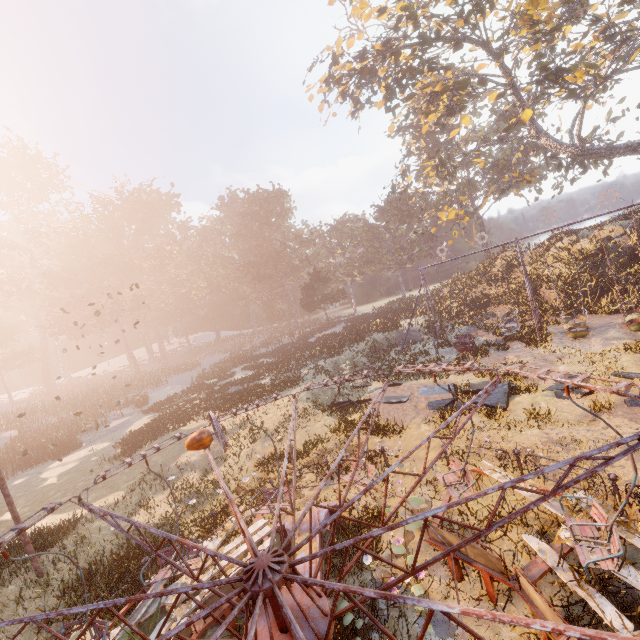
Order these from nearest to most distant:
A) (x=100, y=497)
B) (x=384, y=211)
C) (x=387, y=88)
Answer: (x=100, y=497), (x=387, y=88), (x=384, y=211)

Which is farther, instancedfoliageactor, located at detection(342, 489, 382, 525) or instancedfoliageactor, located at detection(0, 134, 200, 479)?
instancedfoliageactor, located at detection(0, 134, 200, 479)

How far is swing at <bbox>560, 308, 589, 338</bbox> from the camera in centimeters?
1698cm

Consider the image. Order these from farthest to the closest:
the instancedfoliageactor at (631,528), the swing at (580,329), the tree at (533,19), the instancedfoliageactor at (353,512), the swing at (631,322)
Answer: the tree at (533,19) < the swing at (580,329) < the swing at (631,322) < the instancedfoliageactor at (353,512) < the instancedfoliageactor at (631,528)

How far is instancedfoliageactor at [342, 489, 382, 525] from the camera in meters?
8.5

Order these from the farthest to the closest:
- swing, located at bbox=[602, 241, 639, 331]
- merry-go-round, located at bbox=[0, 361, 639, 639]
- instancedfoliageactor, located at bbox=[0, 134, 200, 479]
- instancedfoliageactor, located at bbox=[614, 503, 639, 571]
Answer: instancedfoliageactor, located at bbox=[0, 134, 200, 479] → swing, located at bbox=[602, 241, 639, 331] → instancedfoliageactor, located at bbox=[614, 503, 639, 571] → merry-go-round, located at bbox=[0, 361, 639, 639]

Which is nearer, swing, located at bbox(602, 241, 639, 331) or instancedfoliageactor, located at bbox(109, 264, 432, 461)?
swing, located at bbox(602, 241, 639, 331)

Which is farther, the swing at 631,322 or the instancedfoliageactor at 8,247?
the instancedfoliageactor at 8,247
